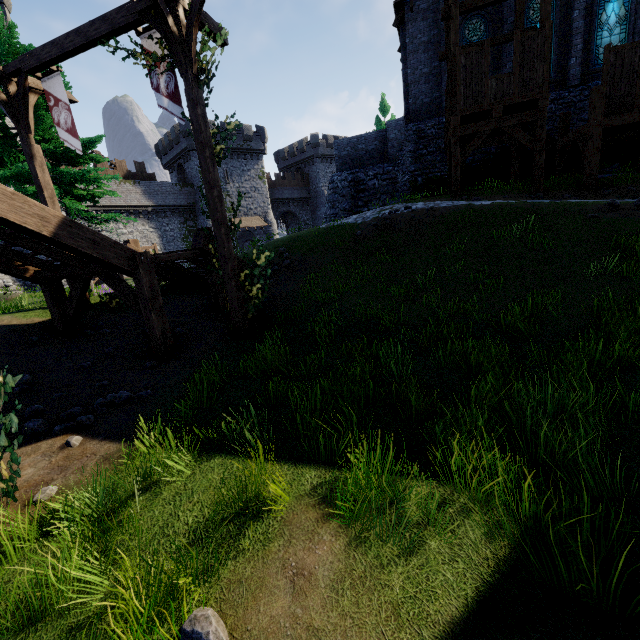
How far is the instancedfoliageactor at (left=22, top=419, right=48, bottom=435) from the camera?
5.0 meters

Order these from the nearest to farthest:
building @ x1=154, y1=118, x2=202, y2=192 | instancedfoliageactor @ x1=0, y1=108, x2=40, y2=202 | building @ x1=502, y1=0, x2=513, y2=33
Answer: instancedfoliageactor @ x1=0, y1=108, x2=40, y2=202
building @ x1=502, y1=0, x2=513, y2=33
building @ x1=154, y1=118, x2=202, y2=192

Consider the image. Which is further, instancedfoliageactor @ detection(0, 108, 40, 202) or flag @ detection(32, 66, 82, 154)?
instancedfoliageactor @ detection(0, 108, 40, 202)

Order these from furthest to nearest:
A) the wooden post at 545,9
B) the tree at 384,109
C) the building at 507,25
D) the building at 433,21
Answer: the tree at 384,109 < the building at 433,21 < the building at 507,25 < the wooden post at 545,9

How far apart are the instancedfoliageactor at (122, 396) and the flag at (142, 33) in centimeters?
658cm

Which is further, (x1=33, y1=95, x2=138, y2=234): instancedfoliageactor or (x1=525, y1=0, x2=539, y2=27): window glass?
(x1=525, y1=0, x2=539, y2=27): window glass

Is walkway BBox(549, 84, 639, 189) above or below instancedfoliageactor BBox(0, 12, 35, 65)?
below

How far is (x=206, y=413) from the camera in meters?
5.1
